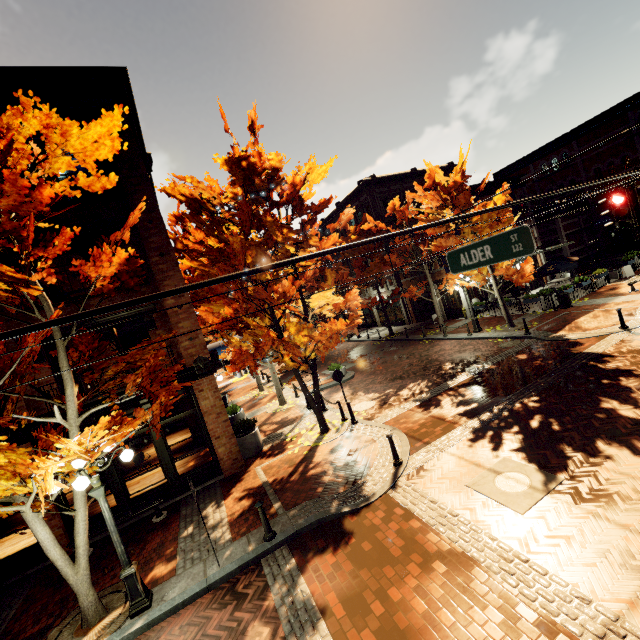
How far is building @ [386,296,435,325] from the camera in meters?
29.8

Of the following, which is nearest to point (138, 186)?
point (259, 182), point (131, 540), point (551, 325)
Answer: point (259, 182)

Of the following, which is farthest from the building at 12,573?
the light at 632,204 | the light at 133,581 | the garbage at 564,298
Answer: the light at 632,204

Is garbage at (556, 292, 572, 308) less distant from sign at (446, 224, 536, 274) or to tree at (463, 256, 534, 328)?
tree at (463, 256, 534, 328)

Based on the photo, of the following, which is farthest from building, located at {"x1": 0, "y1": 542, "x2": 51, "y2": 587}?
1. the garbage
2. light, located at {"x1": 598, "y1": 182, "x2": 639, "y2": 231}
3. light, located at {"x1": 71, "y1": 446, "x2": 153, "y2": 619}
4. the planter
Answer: light, located at {"x1": 598, "y1": 182, "x2": 639, "y2": 231}

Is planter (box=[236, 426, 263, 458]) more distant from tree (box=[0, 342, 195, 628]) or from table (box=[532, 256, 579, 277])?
table (box=[532, 256, 579, 277])

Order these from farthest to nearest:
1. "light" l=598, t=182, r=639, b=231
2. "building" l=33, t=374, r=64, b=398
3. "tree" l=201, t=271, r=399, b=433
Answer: "tree" l=201, t=271, r=399, b=433 < "building" l=33, t=374, r=64, b=398 < "light" l=598, t=182, r=639, b=231

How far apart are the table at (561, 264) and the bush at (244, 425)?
20.4 meters
